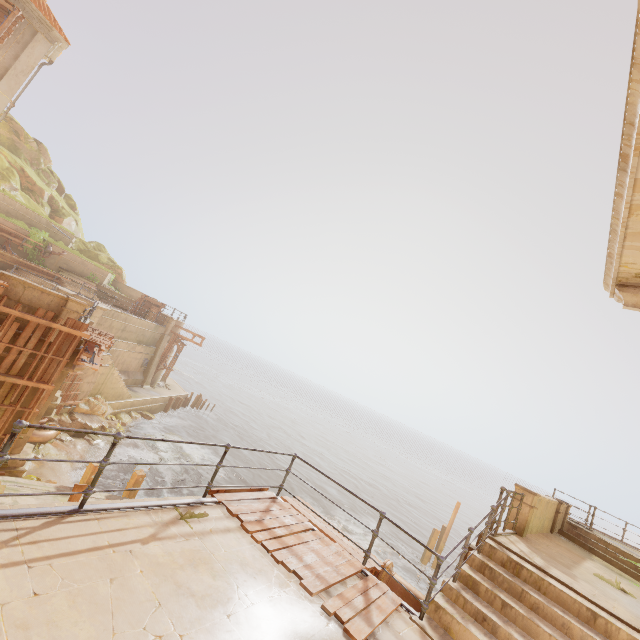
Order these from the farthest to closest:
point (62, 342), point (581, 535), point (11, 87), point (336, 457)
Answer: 1. point (336, 457)
2. point (11, 87)
3. point (581, 535)
4. point (62, 342)

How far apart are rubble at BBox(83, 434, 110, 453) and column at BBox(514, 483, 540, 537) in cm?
2042

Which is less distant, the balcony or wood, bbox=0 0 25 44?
the balcony

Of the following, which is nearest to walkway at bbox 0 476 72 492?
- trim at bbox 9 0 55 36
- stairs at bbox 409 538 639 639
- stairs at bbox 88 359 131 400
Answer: stairs at bbox 409 538 639 639

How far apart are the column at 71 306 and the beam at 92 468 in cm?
474

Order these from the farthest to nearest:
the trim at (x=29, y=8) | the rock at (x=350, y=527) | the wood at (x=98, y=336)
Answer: the rock at (x=350, y=527)
the trim at (x=29, y=8)
the wood at (x=98, y=336)

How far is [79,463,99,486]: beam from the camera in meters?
11.4 m

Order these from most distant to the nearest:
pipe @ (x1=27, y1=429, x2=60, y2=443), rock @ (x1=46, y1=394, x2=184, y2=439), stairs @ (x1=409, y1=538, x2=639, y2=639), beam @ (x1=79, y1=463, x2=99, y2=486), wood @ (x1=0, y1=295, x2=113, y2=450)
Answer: rock @ (x1=46, y1=394, x2=184, y2=439) → pipe @ (x1=27, y1=429, x2=60, y2=443) → beam @ (x1=79, y1=463, x2=99, y2=486) → wood @ (x1=0, y1=295, x2=113, y2=450) → stairs @ (x1=409, y1=538, x2=639, y2=639)
